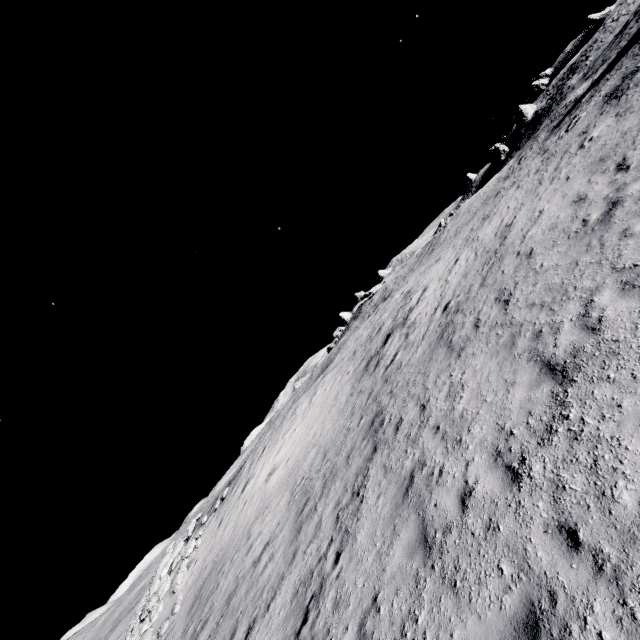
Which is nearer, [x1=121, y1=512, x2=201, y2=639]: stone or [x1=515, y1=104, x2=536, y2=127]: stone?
[x1=121, y1=512, x2=201, y2=639]: stone

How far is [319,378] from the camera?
24.9m

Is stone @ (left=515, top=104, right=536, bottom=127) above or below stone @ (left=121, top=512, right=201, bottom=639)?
above

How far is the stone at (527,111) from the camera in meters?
55.6

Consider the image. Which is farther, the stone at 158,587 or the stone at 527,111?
the stone at 527,111

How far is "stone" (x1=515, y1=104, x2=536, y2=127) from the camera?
55.56m
